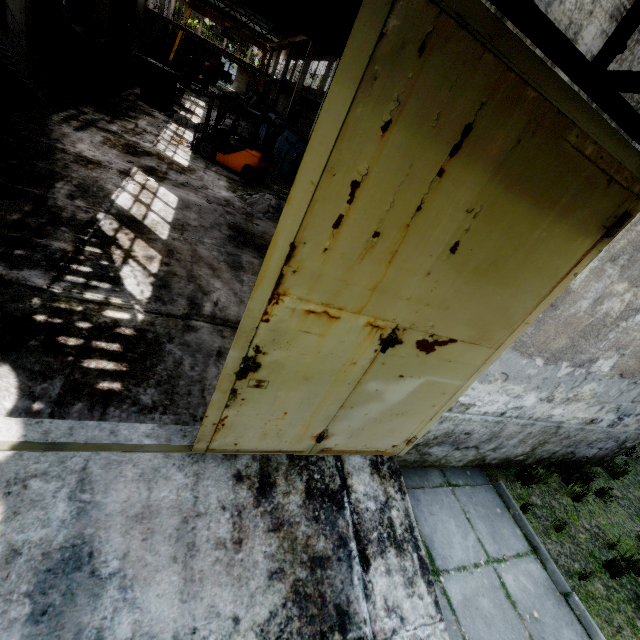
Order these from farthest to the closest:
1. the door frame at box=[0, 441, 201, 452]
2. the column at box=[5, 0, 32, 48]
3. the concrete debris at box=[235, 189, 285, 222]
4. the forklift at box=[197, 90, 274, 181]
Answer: the forklift at box=[197, 90, 274, 181] < the concrete debris at box=[235, 189, 285, 222] < the column at box=[5, 0, 32, 48] < the door frame at box=[0, 441, 201, 452]

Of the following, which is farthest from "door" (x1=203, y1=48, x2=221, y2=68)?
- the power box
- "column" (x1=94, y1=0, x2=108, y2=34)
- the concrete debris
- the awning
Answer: the awning

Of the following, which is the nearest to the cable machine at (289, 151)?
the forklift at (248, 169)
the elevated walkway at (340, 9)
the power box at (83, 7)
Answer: the forklift at (248, 169)

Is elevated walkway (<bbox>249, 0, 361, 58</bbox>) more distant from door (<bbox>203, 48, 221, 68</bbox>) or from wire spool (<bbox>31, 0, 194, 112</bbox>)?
door (<bbox>203, 48, 221, 68</bbox>)

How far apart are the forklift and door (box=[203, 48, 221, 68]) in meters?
58.2 m

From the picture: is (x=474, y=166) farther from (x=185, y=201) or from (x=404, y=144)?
(x=185, y=201)

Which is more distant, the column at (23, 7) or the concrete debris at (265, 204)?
the concrete debris at (265, 204)

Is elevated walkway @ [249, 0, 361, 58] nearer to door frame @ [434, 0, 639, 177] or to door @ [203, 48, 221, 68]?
door frame @ [434, 0, 639, 177]
